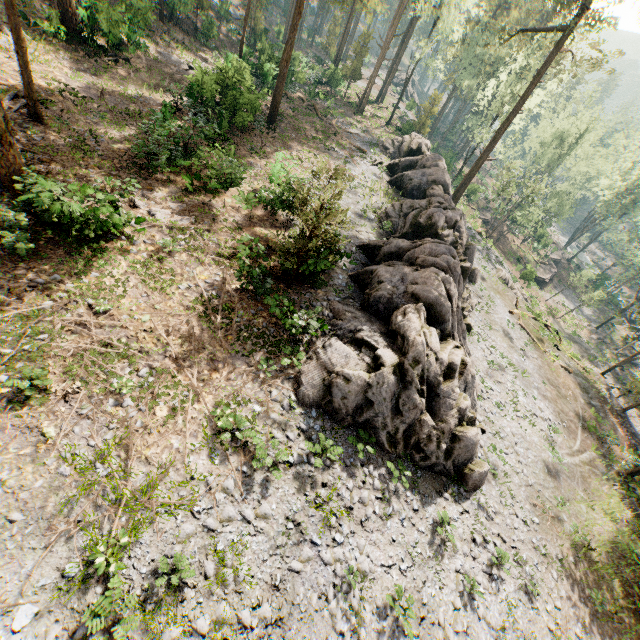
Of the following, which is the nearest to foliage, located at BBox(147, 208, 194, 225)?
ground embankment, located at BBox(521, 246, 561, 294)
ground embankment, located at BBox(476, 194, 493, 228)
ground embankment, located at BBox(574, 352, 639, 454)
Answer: ground embankment, located at BBox(574, 352, 639, 454)

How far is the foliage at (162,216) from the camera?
Result: 15.07m

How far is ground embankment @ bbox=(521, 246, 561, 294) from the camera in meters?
40.8 m

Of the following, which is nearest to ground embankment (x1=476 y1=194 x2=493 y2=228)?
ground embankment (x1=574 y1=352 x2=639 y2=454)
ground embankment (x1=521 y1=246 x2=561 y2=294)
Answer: ground embankment (x1=521 y1=246 x2=561 y2=294)

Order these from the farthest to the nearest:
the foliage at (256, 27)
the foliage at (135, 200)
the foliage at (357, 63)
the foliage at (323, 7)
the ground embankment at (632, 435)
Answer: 1. the foliage at (357, 63)
2. the foliage at (256, 27)
3. the ground embankment at (632, 435)
4. the foliage at (323, 7)
5. the foliage at (135, 200)

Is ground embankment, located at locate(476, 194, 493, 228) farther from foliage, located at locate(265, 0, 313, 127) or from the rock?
the rock

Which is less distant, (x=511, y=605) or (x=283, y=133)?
(x=511, y=605)
